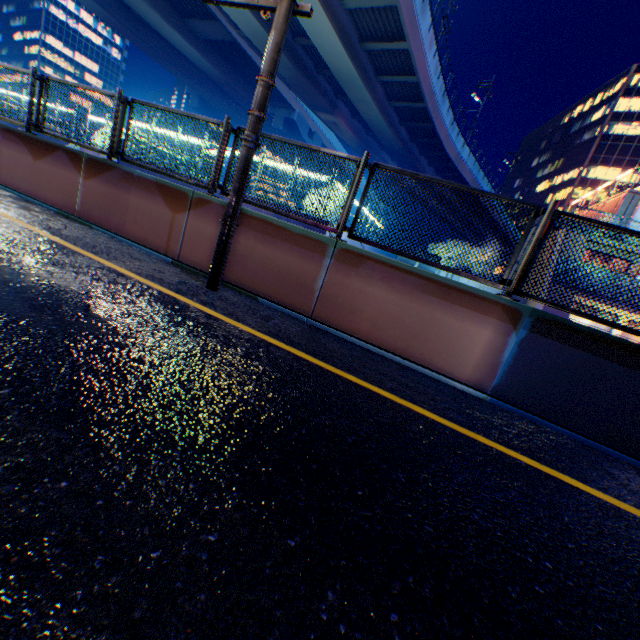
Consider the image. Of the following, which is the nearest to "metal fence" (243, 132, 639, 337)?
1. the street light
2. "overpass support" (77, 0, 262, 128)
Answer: "overpass support" (77, 0, 262, 128)

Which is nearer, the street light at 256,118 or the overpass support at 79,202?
the street light at 256,118

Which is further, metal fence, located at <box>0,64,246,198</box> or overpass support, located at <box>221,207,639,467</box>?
metal fence, located at <box>0,64,246,198</box>

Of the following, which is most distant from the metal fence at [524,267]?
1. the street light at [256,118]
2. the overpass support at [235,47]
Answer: the street light at [256,118]

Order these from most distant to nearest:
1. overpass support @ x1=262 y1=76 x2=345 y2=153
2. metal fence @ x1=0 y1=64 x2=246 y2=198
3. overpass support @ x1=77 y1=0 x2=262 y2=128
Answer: overpass support @ x1=262 y1=76 x2=345 y2=153
overpass support @ x1=77 y1=0 x2=262 y2=128
metal fence @ x1=0 y1=64 x2=246 y2=198

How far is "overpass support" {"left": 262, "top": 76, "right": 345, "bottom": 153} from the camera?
38.9 meters

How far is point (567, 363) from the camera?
4.07m
